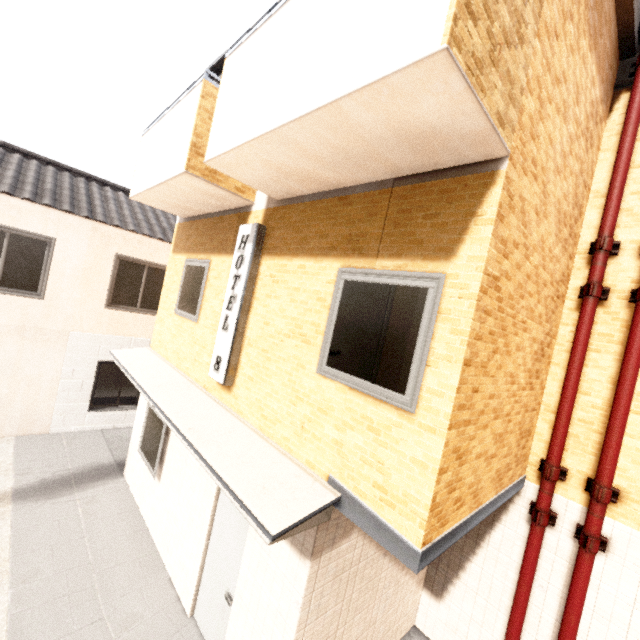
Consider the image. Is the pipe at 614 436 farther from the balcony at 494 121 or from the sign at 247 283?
the sign at 247 283

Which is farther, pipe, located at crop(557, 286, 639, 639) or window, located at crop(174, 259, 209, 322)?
window, located at crop(174, 259, 209, 322)

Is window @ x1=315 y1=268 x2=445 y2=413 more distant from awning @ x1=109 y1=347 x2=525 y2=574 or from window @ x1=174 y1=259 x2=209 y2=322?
window @ x1=174 y1=259 x2=209 y2=322

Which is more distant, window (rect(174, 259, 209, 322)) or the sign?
window (rect(174, 259, 209, 322))

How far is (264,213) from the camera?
4.7 meters

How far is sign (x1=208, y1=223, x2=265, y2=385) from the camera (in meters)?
4.51

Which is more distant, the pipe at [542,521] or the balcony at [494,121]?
the pipe at [542,521]

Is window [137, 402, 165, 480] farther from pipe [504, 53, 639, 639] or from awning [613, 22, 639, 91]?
awning [613, 22, 639, 91]
